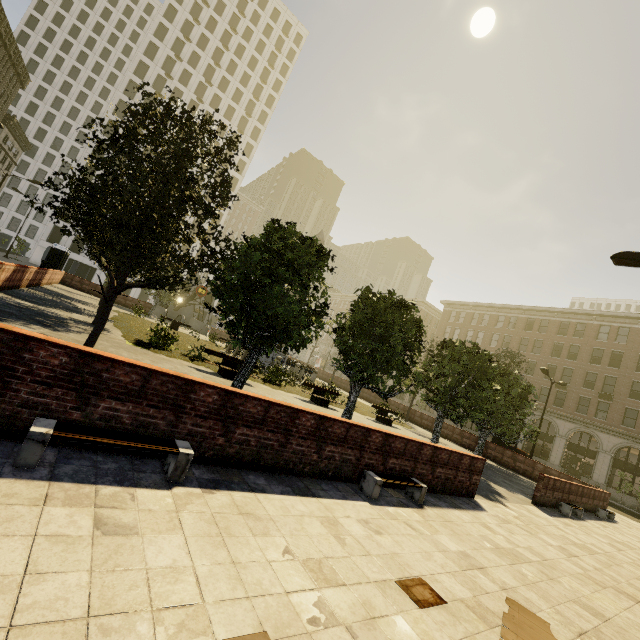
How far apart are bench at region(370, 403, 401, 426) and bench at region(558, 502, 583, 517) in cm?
882

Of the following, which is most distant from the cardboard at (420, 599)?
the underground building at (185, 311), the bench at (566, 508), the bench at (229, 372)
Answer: the underground building at (185, 311)

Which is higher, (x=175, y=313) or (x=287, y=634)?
(x=175, y=313)

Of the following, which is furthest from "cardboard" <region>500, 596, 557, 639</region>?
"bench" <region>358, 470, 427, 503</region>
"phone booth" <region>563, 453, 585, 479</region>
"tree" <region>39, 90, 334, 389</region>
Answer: "phone booth" <region>563, 453, 585, 479</region>

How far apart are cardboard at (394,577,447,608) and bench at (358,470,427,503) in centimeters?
225cm

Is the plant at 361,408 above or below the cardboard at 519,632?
above

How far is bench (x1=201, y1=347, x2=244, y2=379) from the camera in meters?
14.0

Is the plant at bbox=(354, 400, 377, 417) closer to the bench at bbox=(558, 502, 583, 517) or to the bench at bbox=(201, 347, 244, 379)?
the bench at bbox=(201, 347, 244, 379)
